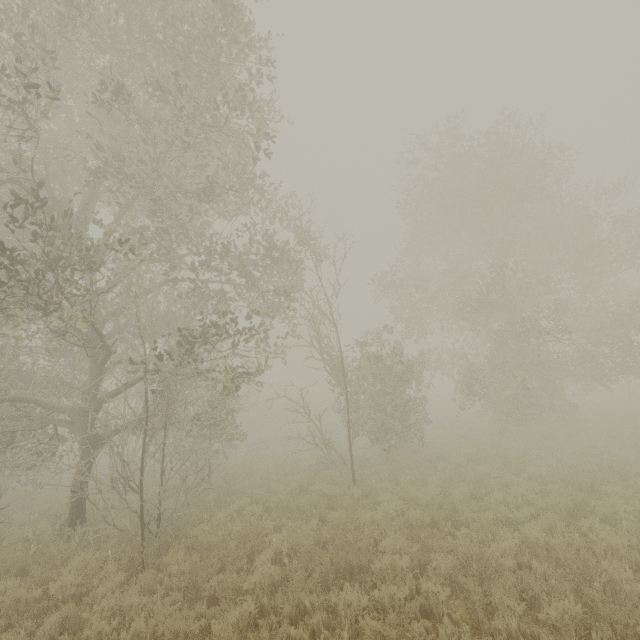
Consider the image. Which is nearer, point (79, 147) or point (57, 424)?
point (57, 424)
